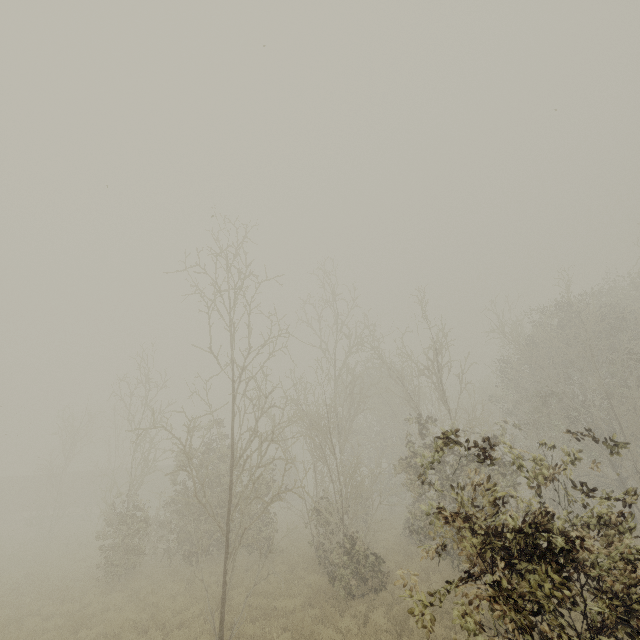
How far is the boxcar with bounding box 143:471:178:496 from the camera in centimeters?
3797cm

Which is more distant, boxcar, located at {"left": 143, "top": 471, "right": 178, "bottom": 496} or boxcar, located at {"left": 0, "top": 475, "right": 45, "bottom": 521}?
boxcar, located at {"left": 143, "top": 471, "right": 178, "bottom": 496}

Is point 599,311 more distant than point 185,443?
Yes

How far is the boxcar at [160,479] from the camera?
38.0 meters

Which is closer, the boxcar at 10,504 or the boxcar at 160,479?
the boxcar at 10,504
